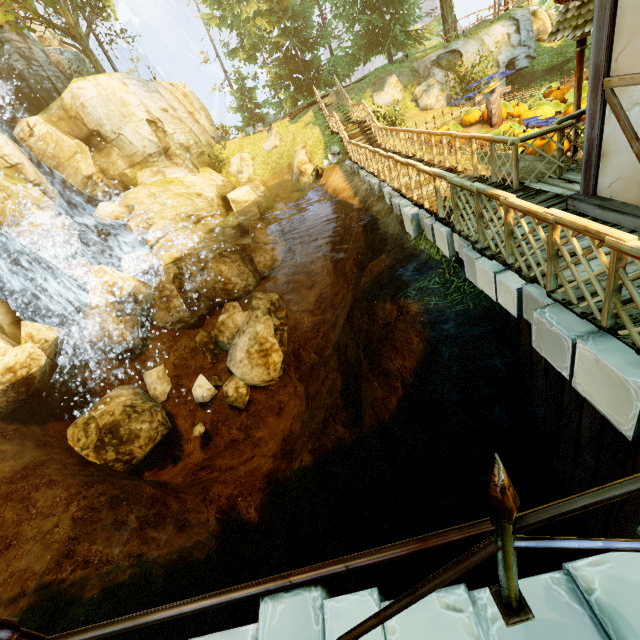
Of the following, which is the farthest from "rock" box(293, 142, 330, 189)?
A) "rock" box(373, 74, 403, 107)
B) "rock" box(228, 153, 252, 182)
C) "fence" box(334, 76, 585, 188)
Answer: "rock" box(373, 74, 403, 107)

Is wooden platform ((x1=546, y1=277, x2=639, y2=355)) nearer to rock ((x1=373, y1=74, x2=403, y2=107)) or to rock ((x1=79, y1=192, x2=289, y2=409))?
rock ((x1=373, y1=74, x2=403, y2=107))

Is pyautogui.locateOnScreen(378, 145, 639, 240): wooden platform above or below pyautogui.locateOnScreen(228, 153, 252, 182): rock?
below

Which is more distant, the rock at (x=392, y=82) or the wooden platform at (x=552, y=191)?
the rock at (x=392, y=82)

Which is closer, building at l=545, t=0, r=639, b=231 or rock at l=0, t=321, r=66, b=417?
Result: building at l=545, t=0, r=639, b=231

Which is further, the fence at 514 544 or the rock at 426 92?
the rock at 426 92

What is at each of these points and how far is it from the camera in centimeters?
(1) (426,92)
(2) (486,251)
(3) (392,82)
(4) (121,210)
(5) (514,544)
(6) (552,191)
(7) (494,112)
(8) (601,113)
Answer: (1) rock, 1908cm
(2) wooden platform, 513cm
(3) rock, 1953cm
(4) rock, 1888cm
(5) fence, 136cm
(6) wooden platform, 604cm
(7) scarecrow, 1303cm
(8) building, 435cm

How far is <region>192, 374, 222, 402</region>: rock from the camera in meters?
14.5
